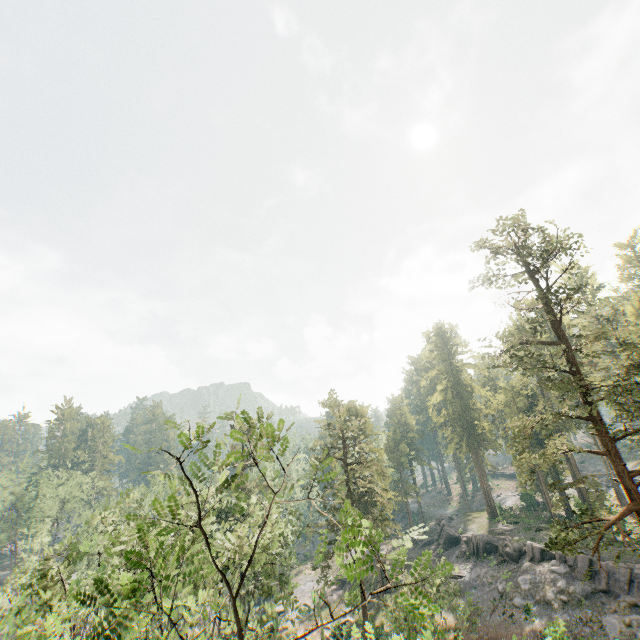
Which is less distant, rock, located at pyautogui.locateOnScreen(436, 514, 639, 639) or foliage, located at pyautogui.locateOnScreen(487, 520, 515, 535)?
rock, located at pyautogui.locateOnScreen(436, 514, 639, 639)

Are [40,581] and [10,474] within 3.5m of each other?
no

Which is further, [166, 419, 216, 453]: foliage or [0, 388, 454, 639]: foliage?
[166, 419, 216, 453]: foliage

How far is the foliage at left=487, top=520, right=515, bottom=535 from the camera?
42.4 meters

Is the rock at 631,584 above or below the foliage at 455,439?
below

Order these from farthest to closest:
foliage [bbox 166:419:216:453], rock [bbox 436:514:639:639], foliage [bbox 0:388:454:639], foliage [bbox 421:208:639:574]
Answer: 1. rock [bbox 436:514:639:639]
2. foliage [bbox 421:208:639:574]
3. foliage [bbox 166:419:216:453]
4. foliage [bbox 0:388:454:639]

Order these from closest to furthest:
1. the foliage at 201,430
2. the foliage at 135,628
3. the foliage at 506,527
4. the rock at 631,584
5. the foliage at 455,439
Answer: the foliage at 135,628
the foliage at 201,430
the foliage at 455,439
the rock at 631,584
the foliage at 506,527
